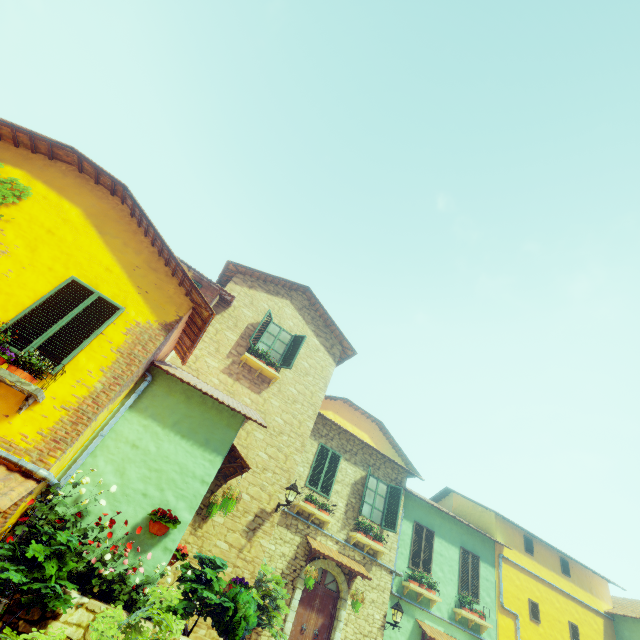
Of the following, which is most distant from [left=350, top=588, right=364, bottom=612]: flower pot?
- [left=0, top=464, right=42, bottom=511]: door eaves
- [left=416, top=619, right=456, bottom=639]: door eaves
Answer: [left=0, top=464, right=42, bottom=511]: door eaves

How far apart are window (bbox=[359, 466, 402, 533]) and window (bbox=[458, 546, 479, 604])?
3.9m

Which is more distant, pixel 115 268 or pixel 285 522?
pixel 285 522

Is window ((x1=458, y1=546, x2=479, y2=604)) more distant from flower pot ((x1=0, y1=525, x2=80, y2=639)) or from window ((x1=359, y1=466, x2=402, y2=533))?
flower pot ((x1=0, y1=525, x2=80, y2=639))

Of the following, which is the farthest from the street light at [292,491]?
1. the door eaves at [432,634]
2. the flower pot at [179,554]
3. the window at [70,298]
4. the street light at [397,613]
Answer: the door eaves at [432,634]

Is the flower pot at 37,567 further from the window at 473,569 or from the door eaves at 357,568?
the window at 473,569

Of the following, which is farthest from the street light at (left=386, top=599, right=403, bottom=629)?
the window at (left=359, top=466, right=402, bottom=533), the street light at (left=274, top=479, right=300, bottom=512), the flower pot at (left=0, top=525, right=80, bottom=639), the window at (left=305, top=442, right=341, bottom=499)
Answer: the flower pot at (left=0, top=525, right=80, bottom=639)

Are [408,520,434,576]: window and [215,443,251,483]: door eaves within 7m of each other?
no
